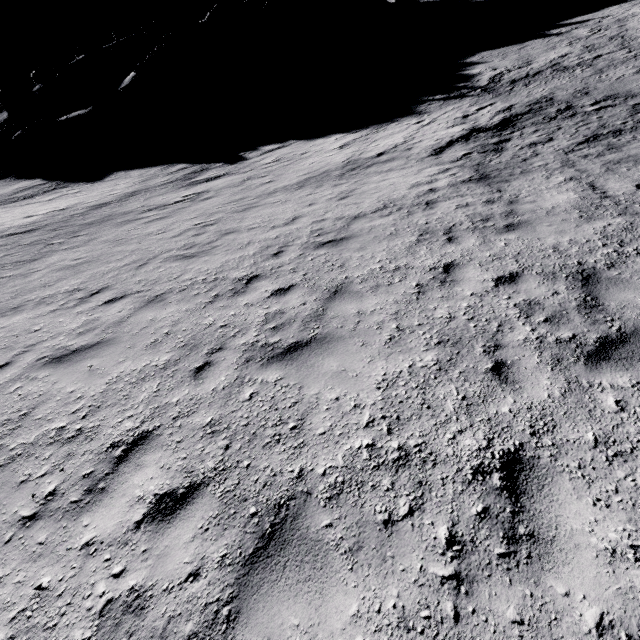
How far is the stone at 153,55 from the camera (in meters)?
39.62

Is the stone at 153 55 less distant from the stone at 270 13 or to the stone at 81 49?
the stone at 270 13

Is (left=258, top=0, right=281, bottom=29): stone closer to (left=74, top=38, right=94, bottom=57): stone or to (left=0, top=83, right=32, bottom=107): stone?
(left=74, top=38, right=94, bottom=57): stone

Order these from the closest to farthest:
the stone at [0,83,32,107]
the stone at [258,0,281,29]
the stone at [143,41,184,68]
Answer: the stone at [143,41,184,68] < the stone at [0,83,32,107] < the stone at [258,0,281,29]

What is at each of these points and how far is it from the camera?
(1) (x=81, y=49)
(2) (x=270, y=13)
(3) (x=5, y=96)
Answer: (1) stone, 54.38m
(2) stone, 53.25m
(3) stone, 52.81m

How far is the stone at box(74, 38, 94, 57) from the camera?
54.2 meters

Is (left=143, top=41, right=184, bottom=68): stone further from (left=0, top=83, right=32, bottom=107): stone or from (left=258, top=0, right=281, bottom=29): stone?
(left=0, top=83, right=32, bottom=107): stone

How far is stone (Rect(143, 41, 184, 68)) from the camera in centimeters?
3962cm
